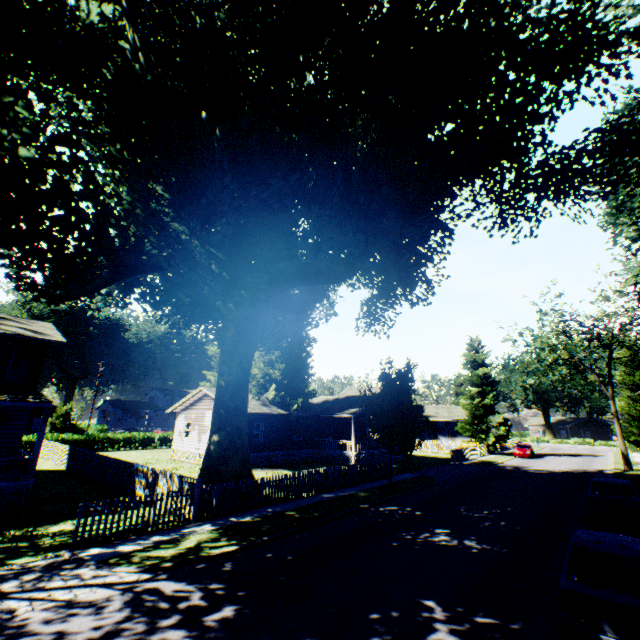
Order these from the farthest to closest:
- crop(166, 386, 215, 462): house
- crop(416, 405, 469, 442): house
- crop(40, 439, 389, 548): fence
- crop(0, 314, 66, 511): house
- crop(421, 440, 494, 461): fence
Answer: crop(416, 405, 469, 442): house, crop(421, 440, 494, 461): fence, crop(166, 386, 215, 462): house, crop(0, 314, 66, 511): house, crop(40, 439, 389, 548): fence

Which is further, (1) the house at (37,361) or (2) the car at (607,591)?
(1) the house at (37,361)

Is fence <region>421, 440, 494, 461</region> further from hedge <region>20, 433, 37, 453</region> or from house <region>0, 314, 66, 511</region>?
hedge <region>20, 433, 37, 453</region>

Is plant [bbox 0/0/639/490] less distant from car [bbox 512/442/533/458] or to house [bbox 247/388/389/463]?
house [bbox 247/388/389/463]

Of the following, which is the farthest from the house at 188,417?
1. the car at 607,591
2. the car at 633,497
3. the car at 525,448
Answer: the car at 607,591

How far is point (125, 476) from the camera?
17.1m

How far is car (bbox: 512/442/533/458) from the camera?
37.9m

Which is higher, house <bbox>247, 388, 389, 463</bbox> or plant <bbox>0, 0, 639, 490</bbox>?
plant <bbox>0, 0, 639, 490</bbox>
